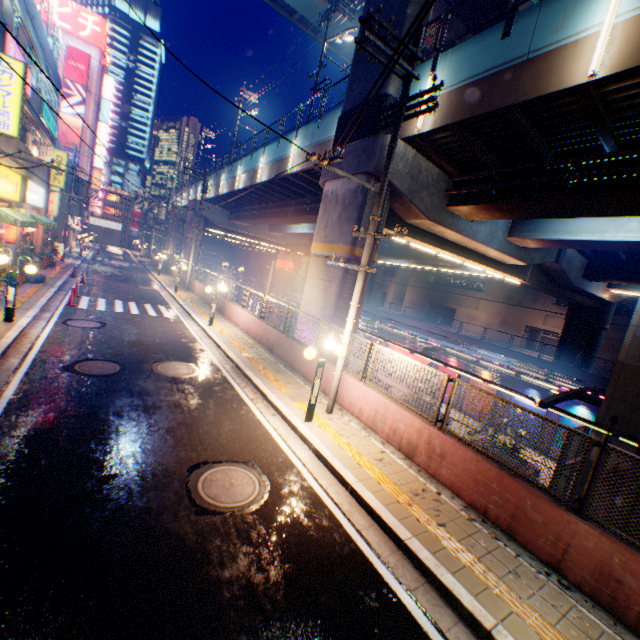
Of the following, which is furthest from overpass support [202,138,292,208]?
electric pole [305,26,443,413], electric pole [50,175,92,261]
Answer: electric pole [305,26,443,413]

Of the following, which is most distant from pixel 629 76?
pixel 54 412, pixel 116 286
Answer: pixel 116 286

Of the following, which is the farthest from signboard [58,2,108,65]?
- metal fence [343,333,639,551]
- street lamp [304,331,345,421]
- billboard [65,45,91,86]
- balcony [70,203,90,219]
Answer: street lamp [304,331,345,421]

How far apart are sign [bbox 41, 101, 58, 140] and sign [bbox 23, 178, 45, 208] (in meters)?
3.35

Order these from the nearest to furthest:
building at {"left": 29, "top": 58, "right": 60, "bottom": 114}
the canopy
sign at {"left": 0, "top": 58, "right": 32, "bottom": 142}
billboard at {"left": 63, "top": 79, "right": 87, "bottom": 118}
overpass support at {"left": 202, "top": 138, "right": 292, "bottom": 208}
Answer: sign at {"left": 0, "top": 58, "right": 32, "bottom": 142}
the canopy
building at {"left": 29, "top": 58, "right": 60, "bottom": 114}
overpass support at {"left": 202, "top": 138, "right": 292, "bottom": 208}
billboard at {"left": 63, "top": 79, "right": 87, "bottom": 118}

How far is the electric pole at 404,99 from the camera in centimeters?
738cm

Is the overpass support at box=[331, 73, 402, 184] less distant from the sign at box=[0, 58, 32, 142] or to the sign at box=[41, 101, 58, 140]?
the sign at box=[0, 58, 32, 142]

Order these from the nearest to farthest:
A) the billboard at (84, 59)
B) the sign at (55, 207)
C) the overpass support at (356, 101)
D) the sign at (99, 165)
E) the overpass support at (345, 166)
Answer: the overpass support at (345, 166) → the overpass support at (356, 101) → the sign at (55, 207) → the billboard at (84, 59) → the sign at (99, 165)
